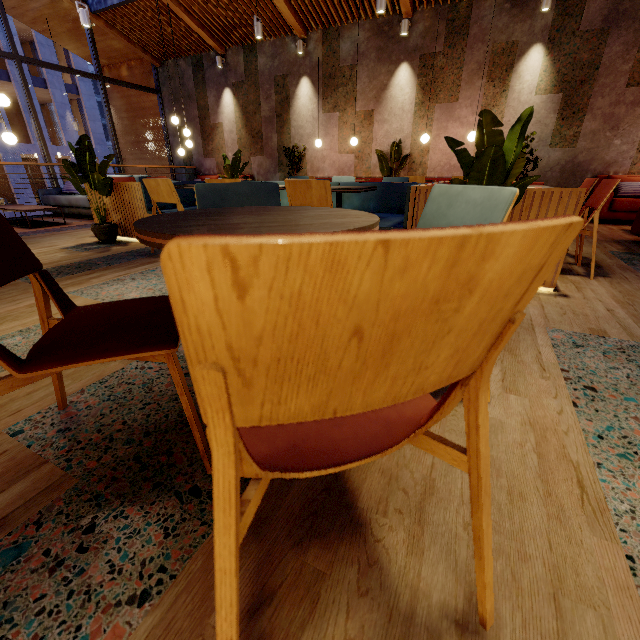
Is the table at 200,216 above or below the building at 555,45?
below

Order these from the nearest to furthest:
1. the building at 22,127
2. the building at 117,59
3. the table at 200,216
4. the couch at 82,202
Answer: the table at 200,216 < the couch at 82,202 < the building at 117,59 < the building at 22,127

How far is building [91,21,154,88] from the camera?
9.9m

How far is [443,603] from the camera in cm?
73

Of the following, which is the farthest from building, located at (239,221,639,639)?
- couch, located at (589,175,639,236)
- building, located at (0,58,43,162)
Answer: building, located at (0,58,43,162)

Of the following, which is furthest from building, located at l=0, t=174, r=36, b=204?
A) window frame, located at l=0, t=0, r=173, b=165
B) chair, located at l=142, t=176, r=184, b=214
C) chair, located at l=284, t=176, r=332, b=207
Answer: chair, located at l=284, t=176, r=332, b=207

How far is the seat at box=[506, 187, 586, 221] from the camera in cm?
236
